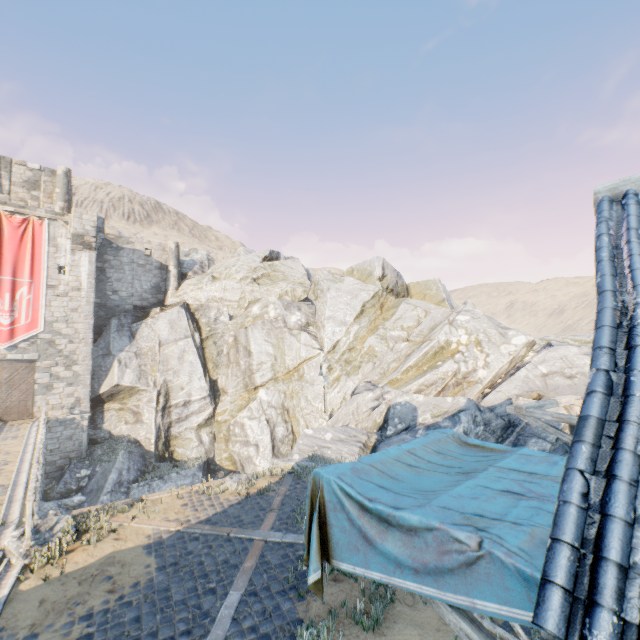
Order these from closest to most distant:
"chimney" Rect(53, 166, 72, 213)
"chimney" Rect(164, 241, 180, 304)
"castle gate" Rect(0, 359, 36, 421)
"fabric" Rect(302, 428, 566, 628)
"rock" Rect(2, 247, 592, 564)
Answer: "fabric" Rect(302, 428, 566, 628) → "rock" Rect(2, 247, 592, 564) → "castle gate" Rect(0, 359, 36, 421) → "chimney" Rect(53, 166, 72, 213) → "chimney" Rect(164, 241, 180, 304)

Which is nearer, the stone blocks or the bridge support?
the stone blocks

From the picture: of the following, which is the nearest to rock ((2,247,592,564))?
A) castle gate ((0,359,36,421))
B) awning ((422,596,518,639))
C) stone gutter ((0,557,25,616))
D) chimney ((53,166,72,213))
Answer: stone gutter ((0,557,25,616))

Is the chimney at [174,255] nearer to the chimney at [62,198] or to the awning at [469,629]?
the chimney at [62,198]

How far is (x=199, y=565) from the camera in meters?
7.1

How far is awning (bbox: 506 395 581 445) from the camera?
8.0m

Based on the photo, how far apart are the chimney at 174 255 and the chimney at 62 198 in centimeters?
734cm

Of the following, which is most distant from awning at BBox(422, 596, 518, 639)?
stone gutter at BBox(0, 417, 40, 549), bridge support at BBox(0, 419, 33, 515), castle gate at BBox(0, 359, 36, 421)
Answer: castle gate at BBox(0, 359, 36, 421)
